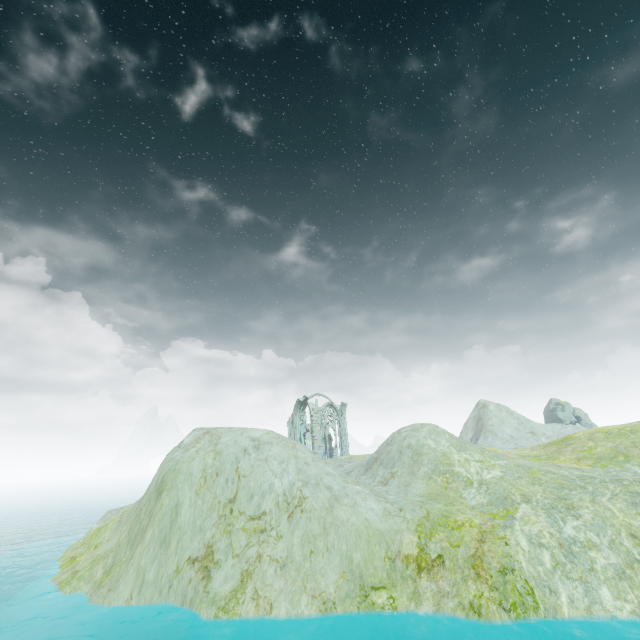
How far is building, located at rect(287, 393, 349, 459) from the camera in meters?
46.9 m

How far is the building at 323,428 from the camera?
46.9m

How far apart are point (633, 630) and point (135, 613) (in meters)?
21.02
